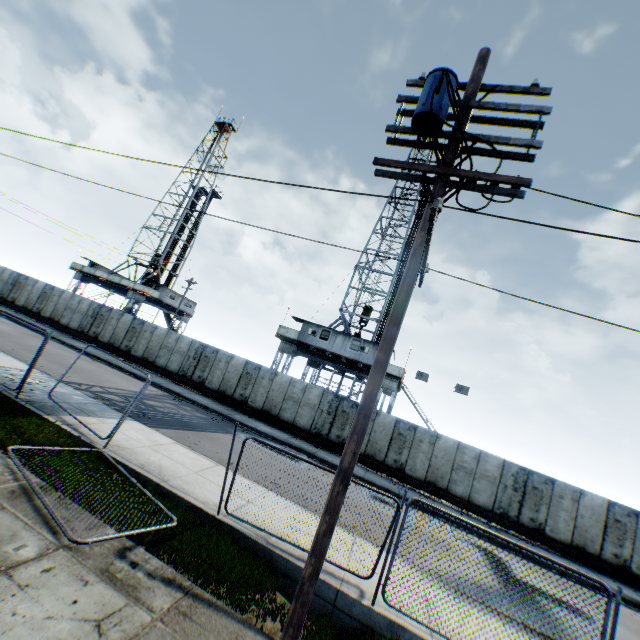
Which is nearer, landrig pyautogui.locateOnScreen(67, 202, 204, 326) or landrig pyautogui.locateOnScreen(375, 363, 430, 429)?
landrig pyautogui.locateOnScreen(375, 363, 430, 429)

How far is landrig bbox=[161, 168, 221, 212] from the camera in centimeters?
4588cm

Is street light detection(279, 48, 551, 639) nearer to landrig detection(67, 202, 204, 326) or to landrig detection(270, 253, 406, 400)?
landrig detection(270, 253, 406, 400)

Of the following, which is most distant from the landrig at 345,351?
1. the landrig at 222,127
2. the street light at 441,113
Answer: the landrig at 222,127

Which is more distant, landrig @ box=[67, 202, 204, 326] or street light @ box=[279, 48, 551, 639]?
landrig @ box=[67, 202, 204, 326]

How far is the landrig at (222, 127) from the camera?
47.7 meters

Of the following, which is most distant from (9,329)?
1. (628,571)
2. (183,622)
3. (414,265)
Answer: (628,571)
